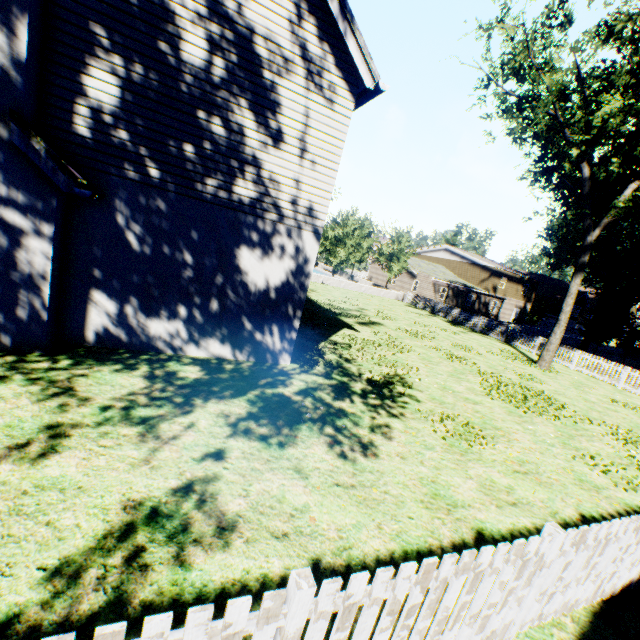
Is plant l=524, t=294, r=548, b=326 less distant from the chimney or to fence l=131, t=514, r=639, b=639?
fence l=131, t=514, r=639, b=639

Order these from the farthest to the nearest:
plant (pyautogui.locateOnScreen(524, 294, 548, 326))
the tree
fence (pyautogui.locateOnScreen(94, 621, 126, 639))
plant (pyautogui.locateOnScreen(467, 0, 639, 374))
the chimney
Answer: plant (pyautogui.locateOnScreen(524, 294, 548, 326)) < the tree < plant (pyautogui.locateOnScreen(467, 0, 639, 374)) < the chimney < fence (pyautogui.locateOnScreen(94, 621, 126, 639))

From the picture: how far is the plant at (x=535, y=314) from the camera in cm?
5075

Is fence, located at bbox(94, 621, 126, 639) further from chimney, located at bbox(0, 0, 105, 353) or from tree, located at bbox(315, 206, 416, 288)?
chimney, located at bbox(0, 0, 105, 353)

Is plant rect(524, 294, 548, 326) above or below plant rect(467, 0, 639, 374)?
below

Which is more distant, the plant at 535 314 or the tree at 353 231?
the plant at 535 314

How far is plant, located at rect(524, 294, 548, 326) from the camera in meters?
50.8 m

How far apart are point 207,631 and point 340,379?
7.0m
